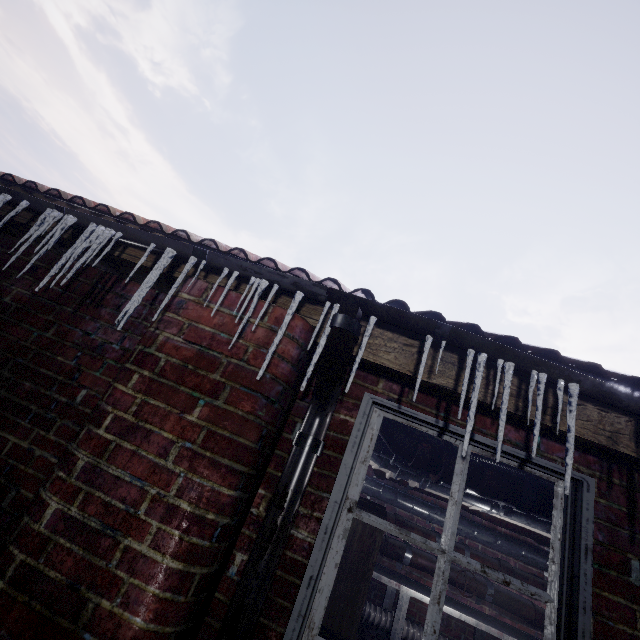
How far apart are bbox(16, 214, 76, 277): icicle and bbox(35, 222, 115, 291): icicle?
0.1m

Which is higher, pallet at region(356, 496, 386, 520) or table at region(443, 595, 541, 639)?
pallet at region(356, 496, 386, 520)

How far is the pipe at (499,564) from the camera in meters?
3.5

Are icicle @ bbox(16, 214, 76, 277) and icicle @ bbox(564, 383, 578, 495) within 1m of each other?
no

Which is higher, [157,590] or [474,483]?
[474,483]

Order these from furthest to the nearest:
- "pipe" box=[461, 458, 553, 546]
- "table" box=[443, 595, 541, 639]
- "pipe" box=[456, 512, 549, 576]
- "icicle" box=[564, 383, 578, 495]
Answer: "pipe" box=[456, 512, 549, 576]
"table" box=[443, 595, 541, 639]
"pipe" box=[461, 458, 553, 546]
"icicle" box=[564, 383, 578, 495]

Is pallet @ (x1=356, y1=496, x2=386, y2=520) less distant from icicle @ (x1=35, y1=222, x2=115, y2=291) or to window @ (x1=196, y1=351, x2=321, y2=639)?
window @ (x1=196, y1=351, x2=321, y2=639)

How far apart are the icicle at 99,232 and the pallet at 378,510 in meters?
0.9
